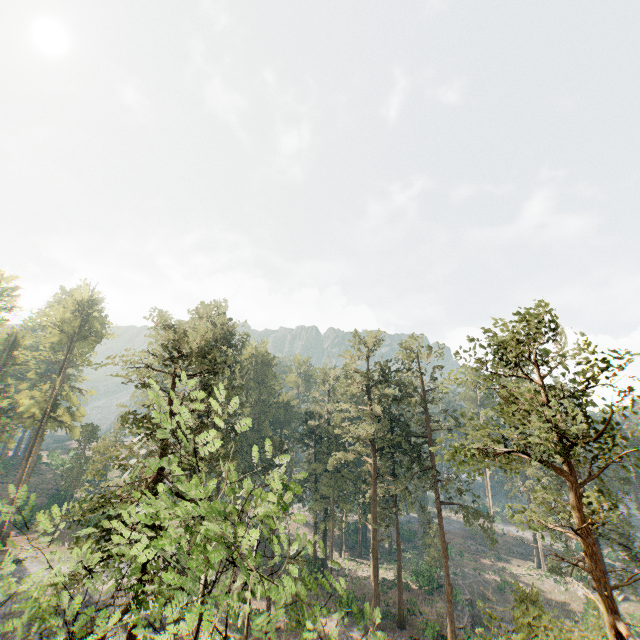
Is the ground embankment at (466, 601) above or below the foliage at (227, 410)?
below

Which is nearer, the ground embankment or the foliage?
the foliage

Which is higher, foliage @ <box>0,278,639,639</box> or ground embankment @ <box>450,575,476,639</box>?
foliage @ <box>0,278,639,639</box>

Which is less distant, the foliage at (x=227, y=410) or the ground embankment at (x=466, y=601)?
the foliage at (x=227, y=410)

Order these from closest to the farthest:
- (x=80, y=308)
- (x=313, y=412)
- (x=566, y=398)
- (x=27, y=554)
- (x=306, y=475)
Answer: (x=306, y=475) < (x=566, y=398) < (x=27, y=554) < (x=80, y=308) < (x=313, y=412)
